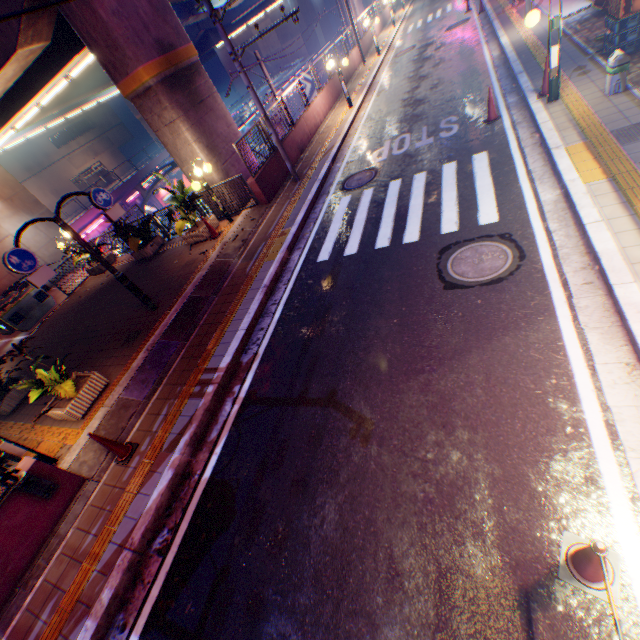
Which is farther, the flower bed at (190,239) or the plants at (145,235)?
the plants at (145,235)

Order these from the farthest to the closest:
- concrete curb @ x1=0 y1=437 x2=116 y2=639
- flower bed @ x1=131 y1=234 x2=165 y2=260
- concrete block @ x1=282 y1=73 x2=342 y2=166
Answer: concrete block @ x1=282 y1=73 x2=342 y2=166, flower bed @ x1=131 y1=234 x2=165 y2=260, concrete curb @ x1=0 y1=437 x2=116 y2=639

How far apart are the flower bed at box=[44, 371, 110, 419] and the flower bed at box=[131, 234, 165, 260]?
6.6m

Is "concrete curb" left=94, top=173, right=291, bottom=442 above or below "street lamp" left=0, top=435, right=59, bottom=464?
below

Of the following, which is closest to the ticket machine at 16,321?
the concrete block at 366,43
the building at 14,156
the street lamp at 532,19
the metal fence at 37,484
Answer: the metal fence at 37,484

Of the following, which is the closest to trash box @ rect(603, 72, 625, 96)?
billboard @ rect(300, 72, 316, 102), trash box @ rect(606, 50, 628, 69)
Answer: trash box @ rect(606, 50, 628, 69)

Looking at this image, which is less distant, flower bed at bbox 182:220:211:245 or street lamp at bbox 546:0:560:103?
street lamp at bbox 546:0:560:103

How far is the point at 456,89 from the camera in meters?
12.1 m
